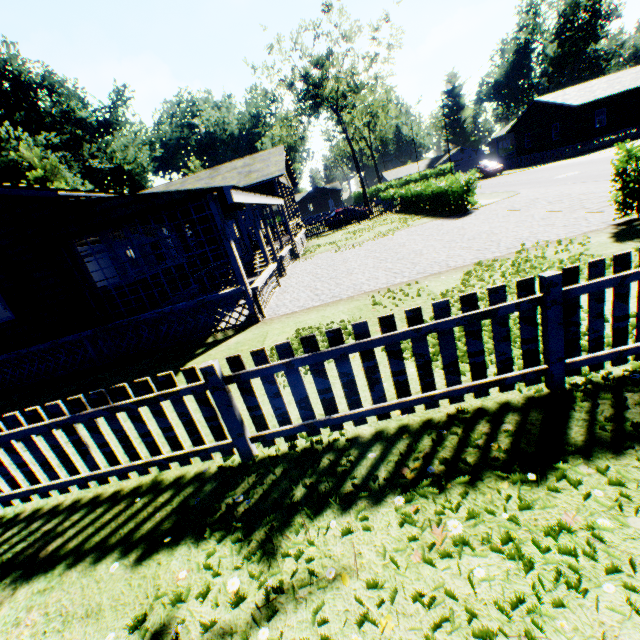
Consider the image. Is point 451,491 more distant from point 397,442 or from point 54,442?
point 54,442

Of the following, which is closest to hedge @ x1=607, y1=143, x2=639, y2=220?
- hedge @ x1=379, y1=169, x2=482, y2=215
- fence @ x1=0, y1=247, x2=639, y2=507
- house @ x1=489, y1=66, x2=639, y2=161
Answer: fence @ x1=0, y1=247, x2=639, y2=507

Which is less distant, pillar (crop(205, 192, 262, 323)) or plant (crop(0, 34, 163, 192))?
pillar (crop(205, 192, 262, 323))

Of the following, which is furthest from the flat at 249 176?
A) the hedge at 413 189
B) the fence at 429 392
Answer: the hedge at 413 189

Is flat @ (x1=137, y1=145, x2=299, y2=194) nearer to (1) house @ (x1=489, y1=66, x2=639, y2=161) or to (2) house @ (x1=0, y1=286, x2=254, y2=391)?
(2) house @ (x1=0, y1=286, x2=254, y2=391)

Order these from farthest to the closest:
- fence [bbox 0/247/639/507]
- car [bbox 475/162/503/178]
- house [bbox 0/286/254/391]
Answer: car [bbox 475/162/503/178], house [bbox 0/286/254/391], fence [bbox 0/247/639/507]

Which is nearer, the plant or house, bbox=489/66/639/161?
house, bbox=489/66/639/161

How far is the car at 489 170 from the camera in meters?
36.4
